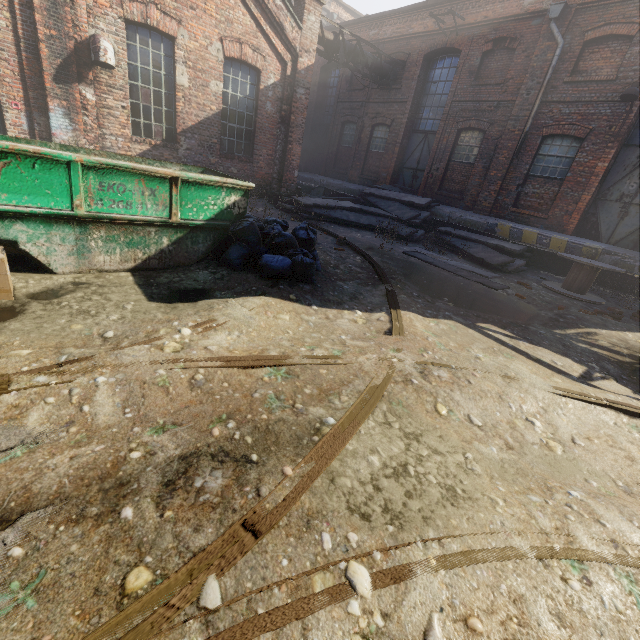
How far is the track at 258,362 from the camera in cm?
276

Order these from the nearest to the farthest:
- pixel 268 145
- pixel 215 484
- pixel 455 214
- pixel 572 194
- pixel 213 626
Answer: pixel 213 626 < pixel 215 484 < pixel 572 194 < pixel 268 145 < pixel 455 214

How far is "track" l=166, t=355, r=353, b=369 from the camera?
2.8m

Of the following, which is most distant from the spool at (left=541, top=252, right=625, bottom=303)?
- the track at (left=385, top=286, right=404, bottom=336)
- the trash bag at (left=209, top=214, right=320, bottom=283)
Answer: the trash bag at (left=209, top=214, right=320, bottom=283)

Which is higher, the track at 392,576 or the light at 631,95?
the light at 631,95

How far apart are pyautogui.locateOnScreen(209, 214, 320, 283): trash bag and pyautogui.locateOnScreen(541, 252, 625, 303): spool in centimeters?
697cm

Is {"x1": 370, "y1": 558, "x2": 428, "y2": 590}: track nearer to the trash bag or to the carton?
the trash bag

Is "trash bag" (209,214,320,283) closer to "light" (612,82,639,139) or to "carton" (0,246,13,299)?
"carton" (0,246,13,299)
